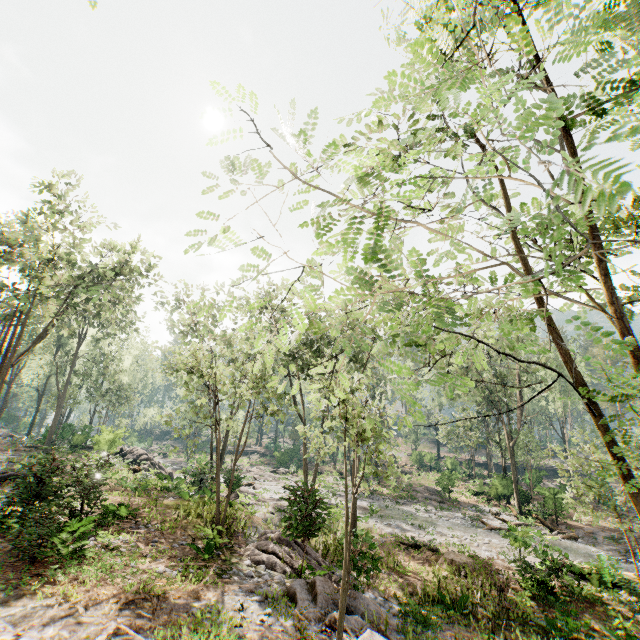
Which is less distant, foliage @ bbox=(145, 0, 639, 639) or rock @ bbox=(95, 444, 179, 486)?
foliage @ bbox=(145, 0, 639, 639)

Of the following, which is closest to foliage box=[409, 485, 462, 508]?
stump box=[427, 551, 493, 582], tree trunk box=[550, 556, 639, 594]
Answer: tree trunk box=[550, 556, 639, 594]

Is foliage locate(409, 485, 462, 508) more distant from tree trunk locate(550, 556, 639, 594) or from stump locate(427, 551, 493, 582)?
stump locate(427, 551, 493, 582)

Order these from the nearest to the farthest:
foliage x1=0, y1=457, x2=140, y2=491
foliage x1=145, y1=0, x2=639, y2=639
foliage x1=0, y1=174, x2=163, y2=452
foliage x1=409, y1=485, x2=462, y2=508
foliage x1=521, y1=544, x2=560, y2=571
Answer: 1. foliage x1=145, y1=0, x2=639, y2=639
2. foliage x1=0, y1=457, x2=140, y2=491
3. foliage x1=521, y1=544, x2=560, y2=571
4. foliage x1=0, y1=174, x2=163, y2=452
5. foliage x1=409, y1=485, x2=462, y2=508

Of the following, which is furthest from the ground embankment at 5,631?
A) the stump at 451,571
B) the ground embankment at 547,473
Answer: the ground embankment at 547,473

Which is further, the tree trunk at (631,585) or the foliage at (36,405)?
the foliage at (36,405)

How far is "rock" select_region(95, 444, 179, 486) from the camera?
22.45m

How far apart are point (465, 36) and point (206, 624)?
11.27m
